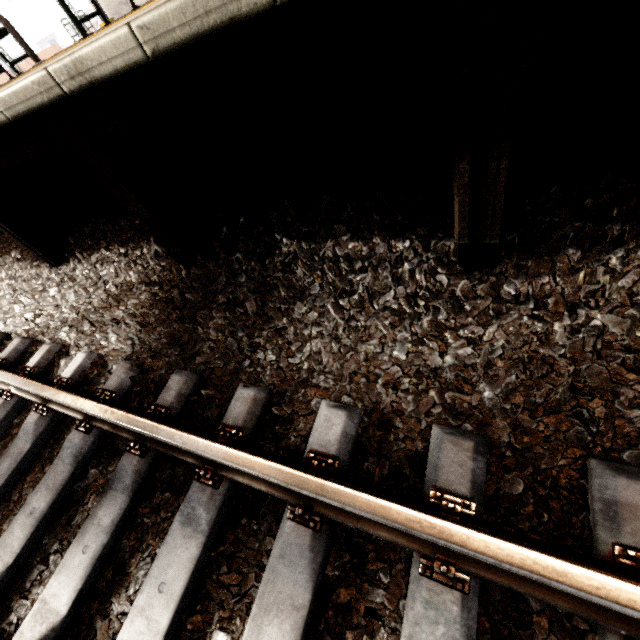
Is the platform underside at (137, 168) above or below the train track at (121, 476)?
above

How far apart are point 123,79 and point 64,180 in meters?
2.2 m

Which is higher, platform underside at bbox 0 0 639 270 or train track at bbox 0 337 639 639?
platform underside at bbox 0 0 639 270
